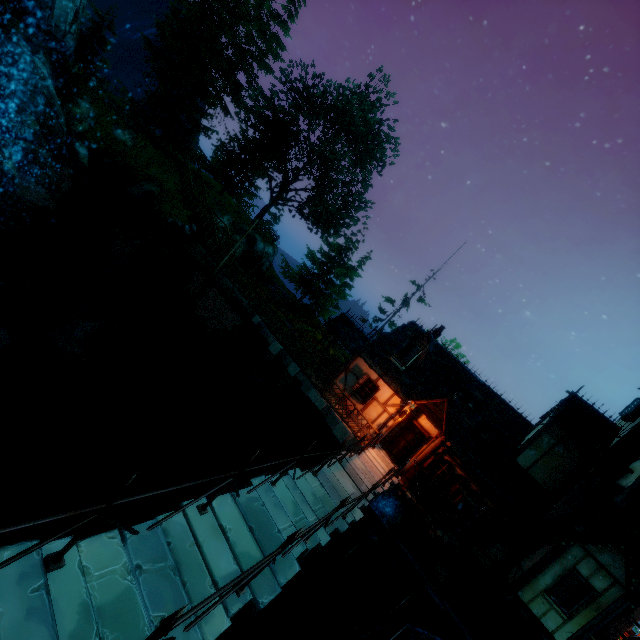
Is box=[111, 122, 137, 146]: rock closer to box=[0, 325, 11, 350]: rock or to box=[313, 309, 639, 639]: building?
box=[0, 325, 11, 350]: rock

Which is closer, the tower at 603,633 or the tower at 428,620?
the tower at 603,633

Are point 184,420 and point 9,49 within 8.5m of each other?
no

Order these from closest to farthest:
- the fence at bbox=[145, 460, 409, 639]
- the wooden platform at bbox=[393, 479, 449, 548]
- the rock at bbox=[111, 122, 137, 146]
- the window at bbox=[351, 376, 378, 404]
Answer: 1. the fence at bbox=[145, 460, 409, 639]
2. the wooden platform at bbox=[393, 479, 449, 548]
3. the window at bbox=[351, 376, 378, 404]
4. the rock at bbox=[111, 122, 137, 146]

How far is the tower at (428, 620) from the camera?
13.8 meters

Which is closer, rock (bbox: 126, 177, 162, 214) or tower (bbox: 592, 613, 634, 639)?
tower (bbox: 592, 613, 634, 639)

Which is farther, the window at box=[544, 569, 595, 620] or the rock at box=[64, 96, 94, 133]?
the rock at box=[64, 96, 94, 133]

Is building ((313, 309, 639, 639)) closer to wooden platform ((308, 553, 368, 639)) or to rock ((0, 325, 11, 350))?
wooden platform ((308, 553, 368, 639))
